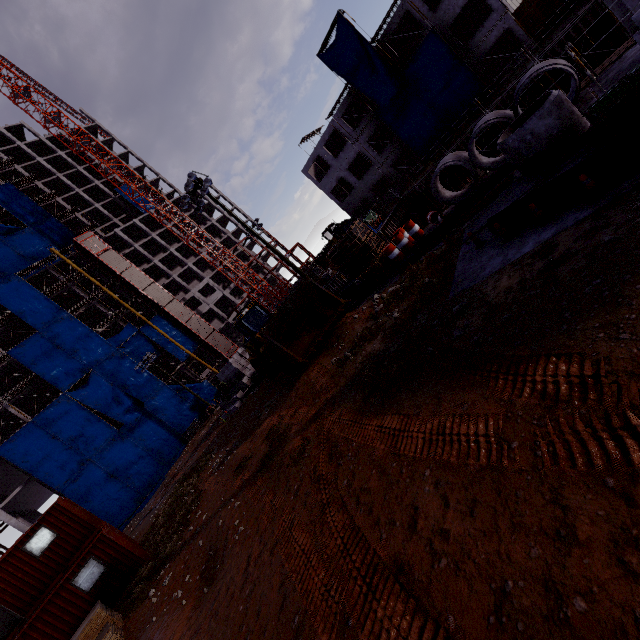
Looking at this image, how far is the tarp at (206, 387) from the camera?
47.6m

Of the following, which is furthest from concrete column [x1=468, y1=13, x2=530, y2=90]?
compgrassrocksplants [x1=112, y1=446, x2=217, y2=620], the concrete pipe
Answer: compgrassrocksplants [x1=112, y1=446, x2=217, y2=620]

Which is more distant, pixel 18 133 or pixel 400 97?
pixel 18 133

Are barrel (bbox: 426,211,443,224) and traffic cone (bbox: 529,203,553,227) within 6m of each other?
no

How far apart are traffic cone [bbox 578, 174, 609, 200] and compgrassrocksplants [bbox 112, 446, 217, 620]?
18.3m

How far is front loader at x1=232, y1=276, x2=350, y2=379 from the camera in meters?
14.4 m

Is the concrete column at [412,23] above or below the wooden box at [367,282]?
above

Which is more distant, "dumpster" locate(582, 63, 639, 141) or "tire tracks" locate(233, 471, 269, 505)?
"tire tracks" locate(233, 471, 269, 505)
